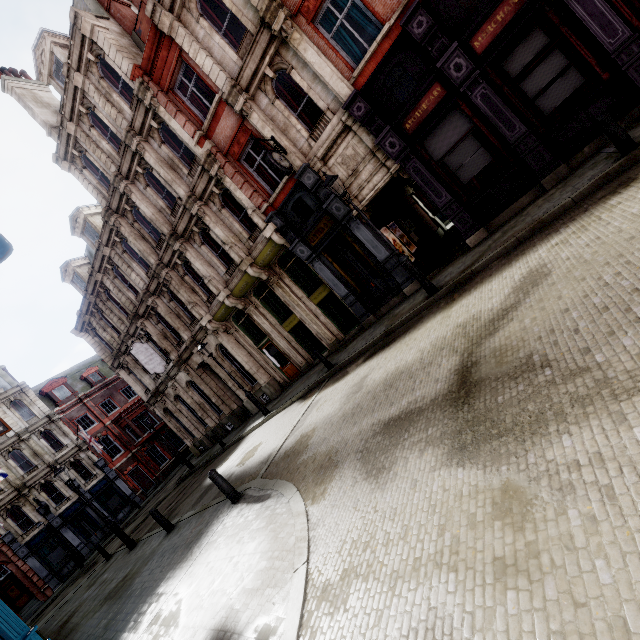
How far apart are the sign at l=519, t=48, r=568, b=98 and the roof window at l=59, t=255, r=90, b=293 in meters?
26.5 m

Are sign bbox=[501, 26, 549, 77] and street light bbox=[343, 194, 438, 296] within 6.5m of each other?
yes

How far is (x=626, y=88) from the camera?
7.98m

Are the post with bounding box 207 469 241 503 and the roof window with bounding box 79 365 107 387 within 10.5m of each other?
no

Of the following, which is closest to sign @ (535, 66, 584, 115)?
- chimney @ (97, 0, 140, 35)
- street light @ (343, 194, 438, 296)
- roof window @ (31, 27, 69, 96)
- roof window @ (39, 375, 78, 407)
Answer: street light @ (343, 194, 438, 296)

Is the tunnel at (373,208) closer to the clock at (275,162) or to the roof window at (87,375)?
the clock at (275,162)

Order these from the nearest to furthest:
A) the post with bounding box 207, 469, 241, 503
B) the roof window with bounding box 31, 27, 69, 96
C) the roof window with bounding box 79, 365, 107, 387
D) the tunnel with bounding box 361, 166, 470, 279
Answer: the post with bounding box 207, 469, 241, 503 → the tunnel with bounding box 361, 166, 470, 279 → the roof window with bounding box 31, 27, 69, 96 → the roof window with bounding box 79, 365, 107, 387

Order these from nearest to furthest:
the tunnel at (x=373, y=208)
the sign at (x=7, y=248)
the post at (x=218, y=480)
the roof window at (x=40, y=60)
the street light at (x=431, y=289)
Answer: the sign at (x=7, y=248) → the post at (x=218, y=480) → the street light at (x=431, y=289) → the tunnel at (x=373, y=208) → the roof window at (x=40, y=60)
